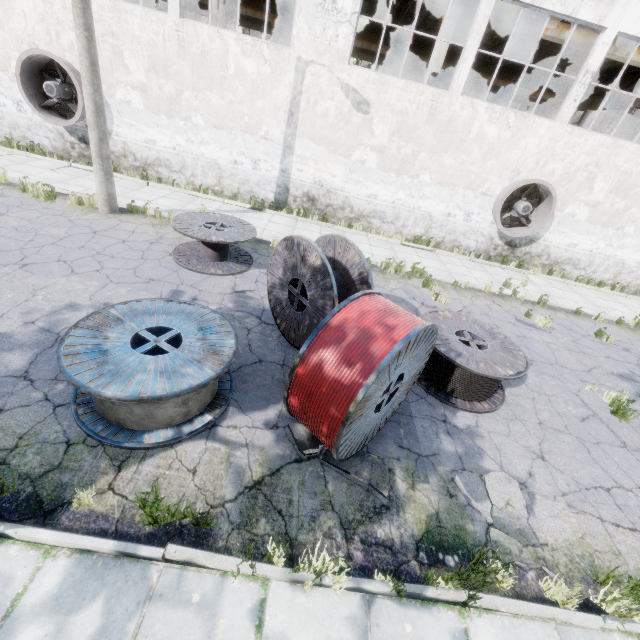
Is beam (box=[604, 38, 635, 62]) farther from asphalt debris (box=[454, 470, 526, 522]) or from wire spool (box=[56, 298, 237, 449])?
asphalt debris (box=[454, 470, 526, 522])

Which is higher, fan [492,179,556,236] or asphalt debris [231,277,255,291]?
fan [492,179,556,236]

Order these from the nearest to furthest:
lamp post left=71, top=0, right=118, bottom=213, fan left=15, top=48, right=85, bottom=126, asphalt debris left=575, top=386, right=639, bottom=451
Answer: asphalt debris left=575, top=386, right=639, bottom=451 → lamp post left=71, top=0, right=118, bottom=213 → fan left=15, top=48, right=85, bottom=126

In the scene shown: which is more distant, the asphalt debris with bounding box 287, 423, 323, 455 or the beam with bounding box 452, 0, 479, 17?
the beam with bounding box 452, 0, 479, 17

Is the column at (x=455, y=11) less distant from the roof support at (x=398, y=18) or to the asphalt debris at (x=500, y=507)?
the roof support at (x=398, y=18)

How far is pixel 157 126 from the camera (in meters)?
12.22

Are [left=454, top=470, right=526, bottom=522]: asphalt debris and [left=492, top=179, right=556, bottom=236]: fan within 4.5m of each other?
no

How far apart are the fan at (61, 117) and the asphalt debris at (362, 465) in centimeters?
1396cm
